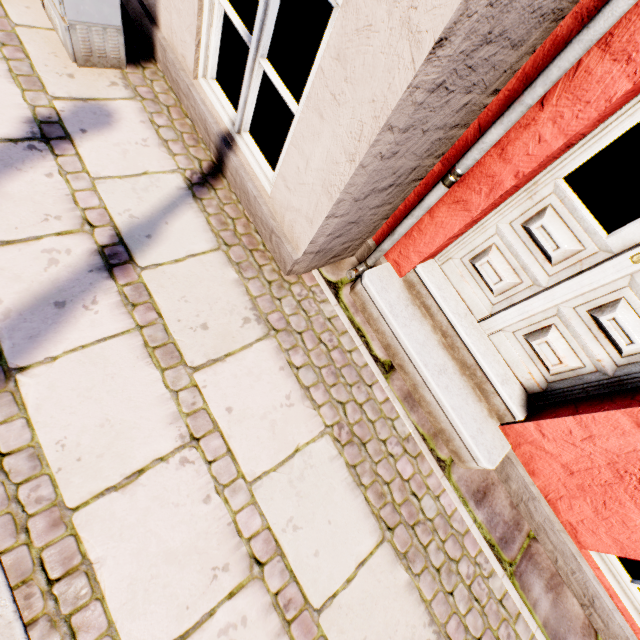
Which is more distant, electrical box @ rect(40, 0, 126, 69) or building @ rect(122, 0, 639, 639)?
electrical box @ rect(40, 0, 126, 69)

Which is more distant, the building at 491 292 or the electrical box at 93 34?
the electrical box at 93 34

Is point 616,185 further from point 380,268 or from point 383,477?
point 383,477
